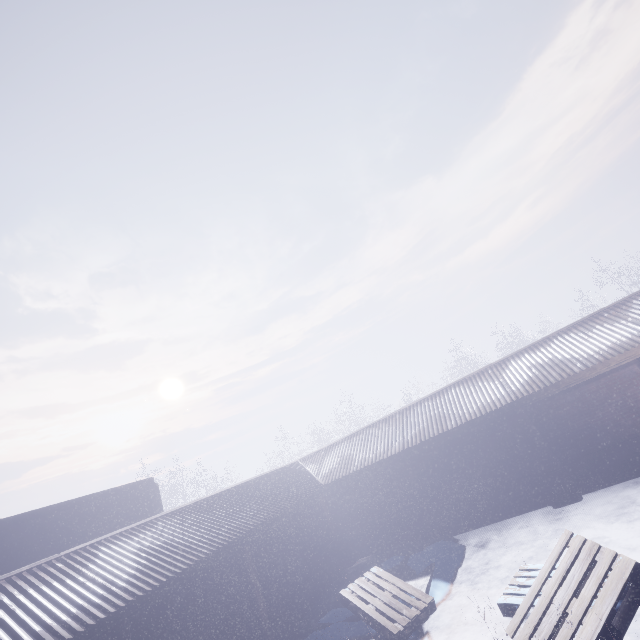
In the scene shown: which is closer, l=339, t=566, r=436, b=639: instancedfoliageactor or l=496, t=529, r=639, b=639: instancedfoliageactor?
l=496, t=529, r=639, b=639: instancedfoliageactor

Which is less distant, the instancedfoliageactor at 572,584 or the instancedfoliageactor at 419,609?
the instancedfoliageactor at 572,584

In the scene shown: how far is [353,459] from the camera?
10.0 meters
